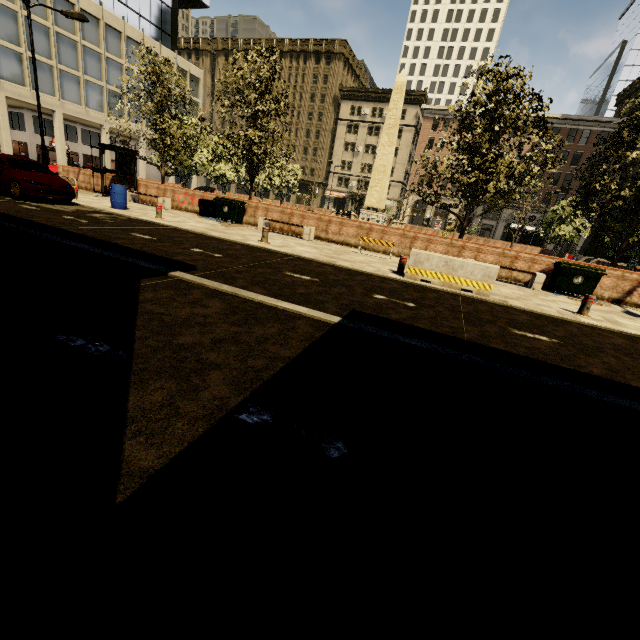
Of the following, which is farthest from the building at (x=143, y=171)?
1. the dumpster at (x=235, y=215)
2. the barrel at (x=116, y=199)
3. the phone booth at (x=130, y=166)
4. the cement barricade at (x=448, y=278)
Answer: the cement barricade at (x=448, y=278)

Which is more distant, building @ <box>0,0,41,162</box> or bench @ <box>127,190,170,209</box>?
building @ <box>0,0,41,162</box>

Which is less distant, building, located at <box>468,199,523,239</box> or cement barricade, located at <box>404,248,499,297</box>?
cement barricade, located at <box>404,248,499,297</box>

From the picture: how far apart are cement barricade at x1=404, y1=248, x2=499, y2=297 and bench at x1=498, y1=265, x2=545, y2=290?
3.57m

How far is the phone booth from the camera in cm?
1702

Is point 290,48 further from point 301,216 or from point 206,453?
point 206,453

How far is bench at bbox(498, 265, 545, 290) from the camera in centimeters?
1165cm

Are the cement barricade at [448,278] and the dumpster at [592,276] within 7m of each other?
yes
